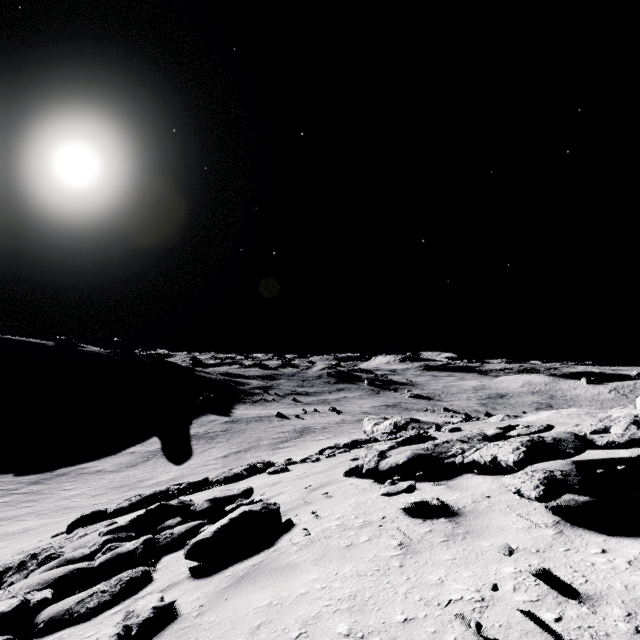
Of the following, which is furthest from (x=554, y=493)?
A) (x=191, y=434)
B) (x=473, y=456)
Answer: (x=191, y=434)
